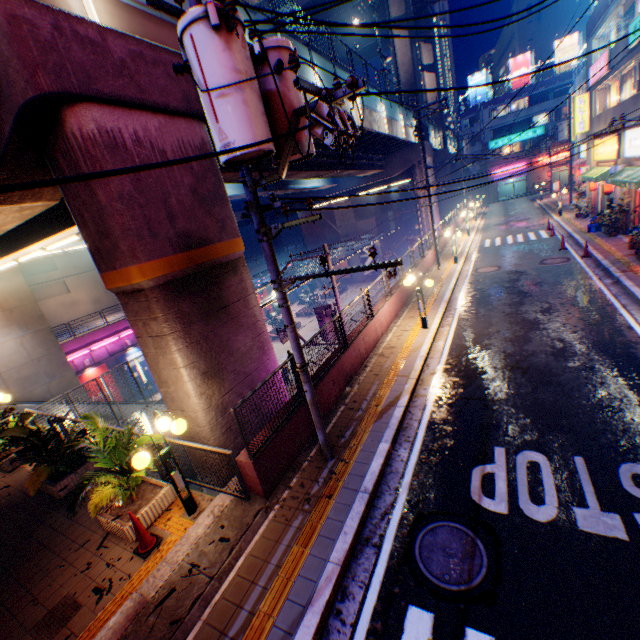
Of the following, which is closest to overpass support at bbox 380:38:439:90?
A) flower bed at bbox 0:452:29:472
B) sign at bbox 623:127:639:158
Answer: flower bed at bbox 0:452:29:472

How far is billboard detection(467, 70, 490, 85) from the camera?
52.2 meters

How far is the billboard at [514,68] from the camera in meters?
49.5 m

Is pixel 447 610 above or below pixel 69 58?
below

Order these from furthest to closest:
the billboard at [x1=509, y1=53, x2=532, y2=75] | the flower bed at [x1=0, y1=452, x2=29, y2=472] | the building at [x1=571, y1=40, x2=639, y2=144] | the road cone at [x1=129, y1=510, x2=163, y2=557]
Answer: the billboard at [x1=509, y1=53, x2=532, y2=75] → the building at [x1=571, y1=40, x2=639, y2=144] → the flower bed at [x1=0, y1=452, x2=29, y2=472] → the road cone at [x1=129, y1=510, x2=163, y2=557]

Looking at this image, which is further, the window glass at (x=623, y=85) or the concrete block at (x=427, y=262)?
A: the concrete block at (x=427, y=262)

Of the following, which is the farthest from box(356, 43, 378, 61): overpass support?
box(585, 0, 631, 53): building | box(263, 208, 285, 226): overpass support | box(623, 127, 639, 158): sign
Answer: box(623, 127, 639, 158): sign

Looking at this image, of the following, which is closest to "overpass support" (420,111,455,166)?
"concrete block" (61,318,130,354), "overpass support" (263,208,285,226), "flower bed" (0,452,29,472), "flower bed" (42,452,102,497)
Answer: "overpass support" (263,208,285,226)
